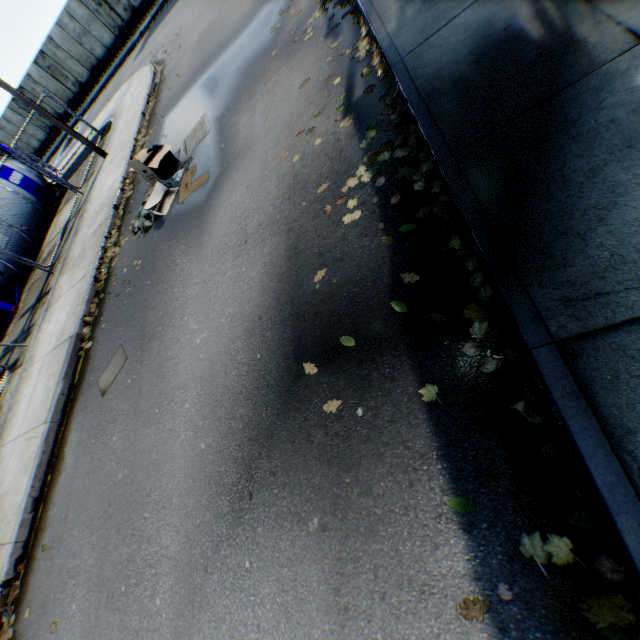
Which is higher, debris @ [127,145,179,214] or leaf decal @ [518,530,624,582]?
debris @ [127,145,179,214]

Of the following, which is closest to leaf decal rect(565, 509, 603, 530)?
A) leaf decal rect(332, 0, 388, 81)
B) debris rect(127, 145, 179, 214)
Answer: leaf decal rect(332, 0, 388, 81)

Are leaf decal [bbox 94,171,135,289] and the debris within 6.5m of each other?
yes

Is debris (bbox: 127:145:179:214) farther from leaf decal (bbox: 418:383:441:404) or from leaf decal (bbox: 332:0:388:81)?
leaf decal (bbox: 418:383:441:404)

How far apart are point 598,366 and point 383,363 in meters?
1.4 m

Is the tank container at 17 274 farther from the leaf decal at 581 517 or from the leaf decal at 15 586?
the leaf decal at 581 517

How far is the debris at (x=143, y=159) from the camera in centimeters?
699cm

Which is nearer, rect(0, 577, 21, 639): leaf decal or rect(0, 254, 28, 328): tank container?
rect(0, 577, 21, 639): leaf decal
